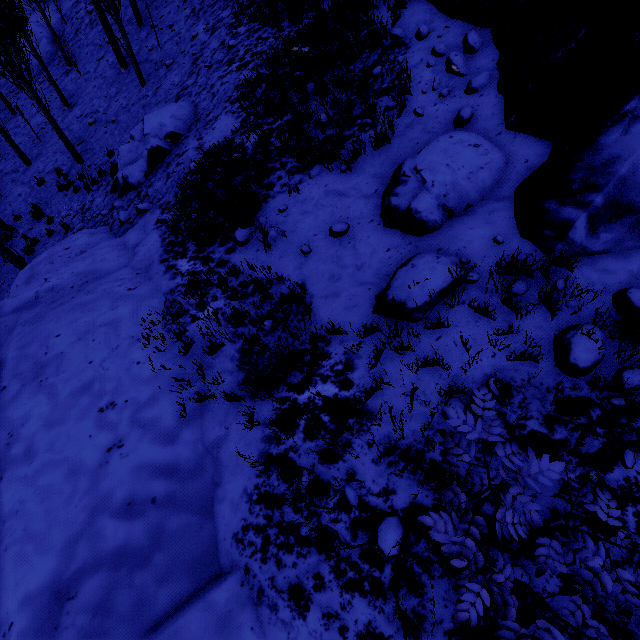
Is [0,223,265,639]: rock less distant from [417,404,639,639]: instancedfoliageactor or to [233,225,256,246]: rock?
[417,404,639,639]: instancedfoliageactor

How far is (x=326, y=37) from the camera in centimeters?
805cm

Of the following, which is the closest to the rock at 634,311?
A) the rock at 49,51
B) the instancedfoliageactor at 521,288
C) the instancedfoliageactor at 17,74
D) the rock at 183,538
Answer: the instancedfoliageactor at 521,288

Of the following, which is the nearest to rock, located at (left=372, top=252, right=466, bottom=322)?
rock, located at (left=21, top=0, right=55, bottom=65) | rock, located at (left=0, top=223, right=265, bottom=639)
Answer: rock, located at (left=0, top=223, right=265, bottom=639)

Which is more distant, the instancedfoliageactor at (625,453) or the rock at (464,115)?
the rock at (464,115)

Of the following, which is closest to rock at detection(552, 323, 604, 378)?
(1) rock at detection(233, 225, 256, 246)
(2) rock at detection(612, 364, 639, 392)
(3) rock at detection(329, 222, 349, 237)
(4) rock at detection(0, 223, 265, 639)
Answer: (2) rock at detection(612, 364, 639, 392)

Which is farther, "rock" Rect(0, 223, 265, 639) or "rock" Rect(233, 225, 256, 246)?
"rock" Rect(233, 225, 256, 246)

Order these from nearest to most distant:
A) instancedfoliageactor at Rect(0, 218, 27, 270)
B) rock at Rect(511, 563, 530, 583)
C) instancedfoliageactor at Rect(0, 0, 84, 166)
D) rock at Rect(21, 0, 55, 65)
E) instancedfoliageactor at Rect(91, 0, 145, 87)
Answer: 1. rock at Rect(511, 563, 530, 583)
2. instancedfoliageactor at Rect(0, 0, 84, 166)
3. instancedfoliageactor at Rect(0, 218, 27, 270)
4. instancedfoliageactor at Rect(91, 0, 145, 87)
5. rock at Rect(21, 0, 55, 65)
